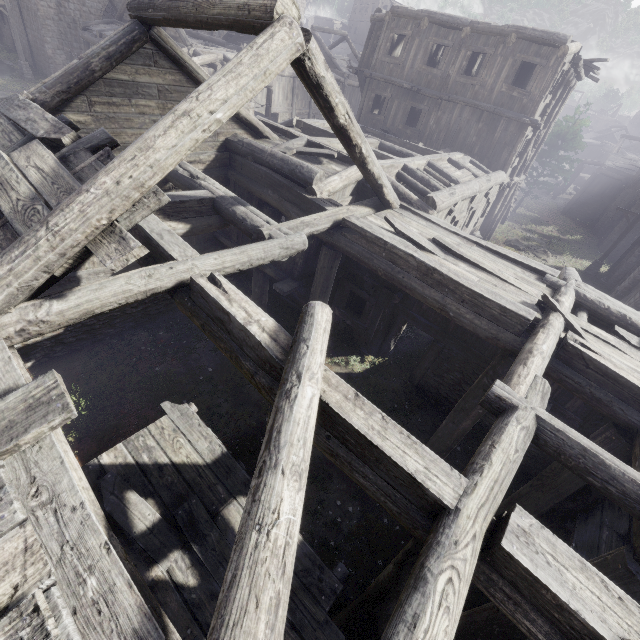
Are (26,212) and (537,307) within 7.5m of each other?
no

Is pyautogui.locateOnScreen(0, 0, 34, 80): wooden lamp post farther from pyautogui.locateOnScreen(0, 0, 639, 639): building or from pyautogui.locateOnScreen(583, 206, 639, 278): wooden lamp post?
pyautogui.locateOnScreen(583, 206, 639, 278): wooden lamp post

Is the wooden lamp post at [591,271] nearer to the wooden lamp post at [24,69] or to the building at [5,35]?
the building at [5,35]

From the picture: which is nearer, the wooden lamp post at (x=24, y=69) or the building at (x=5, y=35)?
the wooden lamp post at (x=24, y=69)

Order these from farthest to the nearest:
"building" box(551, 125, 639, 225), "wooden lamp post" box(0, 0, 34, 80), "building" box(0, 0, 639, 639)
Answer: "building" box(551, 125, 639, 225), "wooden lamp post" box(0, 0, 34, 80), "building" box(0, 0, 639, 639)

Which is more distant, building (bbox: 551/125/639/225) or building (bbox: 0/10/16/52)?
building (bbox: 551/125/639/225)
